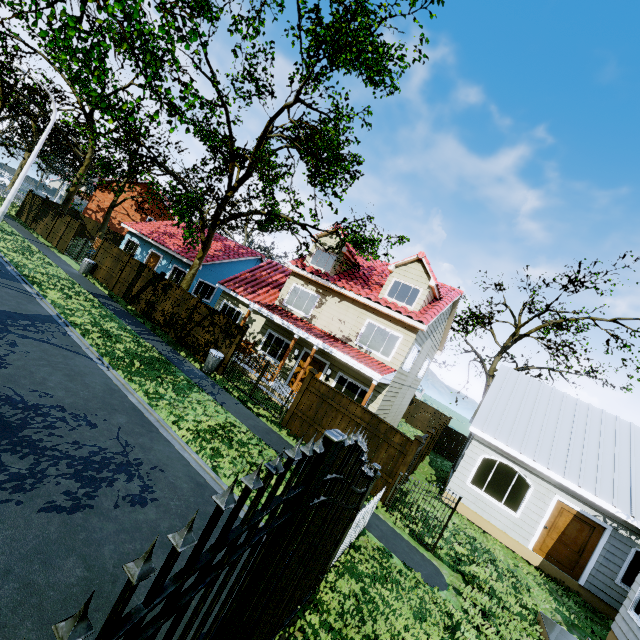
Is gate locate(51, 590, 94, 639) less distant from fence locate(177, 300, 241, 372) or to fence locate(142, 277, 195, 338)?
fence locate(177, 300, 241, 372)

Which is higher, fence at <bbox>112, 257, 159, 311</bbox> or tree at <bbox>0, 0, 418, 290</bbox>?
tree at <bbox>0, 0, 418, 290</bbox>

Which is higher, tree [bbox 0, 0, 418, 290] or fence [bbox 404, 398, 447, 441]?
tree [bbox 0, 0, 418, 290]

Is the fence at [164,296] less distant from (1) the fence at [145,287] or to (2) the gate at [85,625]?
(1) the fence at [145,287]

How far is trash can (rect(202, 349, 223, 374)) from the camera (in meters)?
13.66

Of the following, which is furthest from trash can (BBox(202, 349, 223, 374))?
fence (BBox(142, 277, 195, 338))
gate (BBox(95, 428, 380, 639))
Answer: gate (BBox(95, 428, 380, 639))

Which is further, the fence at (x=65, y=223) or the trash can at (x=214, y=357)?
the fence at (x=65, y=223)

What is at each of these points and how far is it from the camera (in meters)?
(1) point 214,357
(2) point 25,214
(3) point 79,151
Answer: (1) trash can, 13.66
(2) fence, 26.23
(3) tree, 55.56
